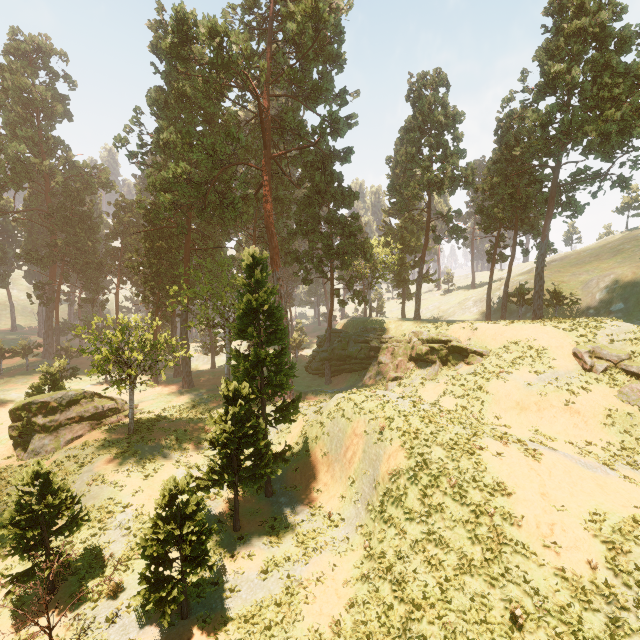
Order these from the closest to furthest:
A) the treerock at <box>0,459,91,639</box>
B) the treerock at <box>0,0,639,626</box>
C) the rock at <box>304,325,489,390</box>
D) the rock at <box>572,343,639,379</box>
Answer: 1. the treerock at <box>0,459,91,639</box>
2. the treerock at <box>0,0,639,626</box>
3. the rock at <box>572,343,639,379</box>
4. the rock at <box>304,325,489,390</box>

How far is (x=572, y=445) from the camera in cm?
1936

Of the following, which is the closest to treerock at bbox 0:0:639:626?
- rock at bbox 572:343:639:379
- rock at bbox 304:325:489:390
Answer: rock at bbox 304:325:489:390

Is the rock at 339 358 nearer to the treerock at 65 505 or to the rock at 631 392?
the treerock at 65 505

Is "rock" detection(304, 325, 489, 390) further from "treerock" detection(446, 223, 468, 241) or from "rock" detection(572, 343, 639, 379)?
"rock" detection(572, 343, 639, 379)

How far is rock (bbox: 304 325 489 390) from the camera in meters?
29.0 m
